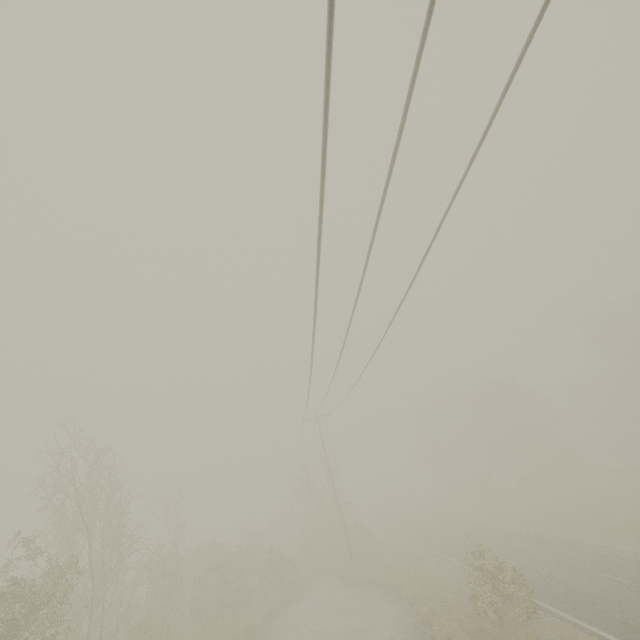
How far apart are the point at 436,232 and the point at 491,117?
2.3m
